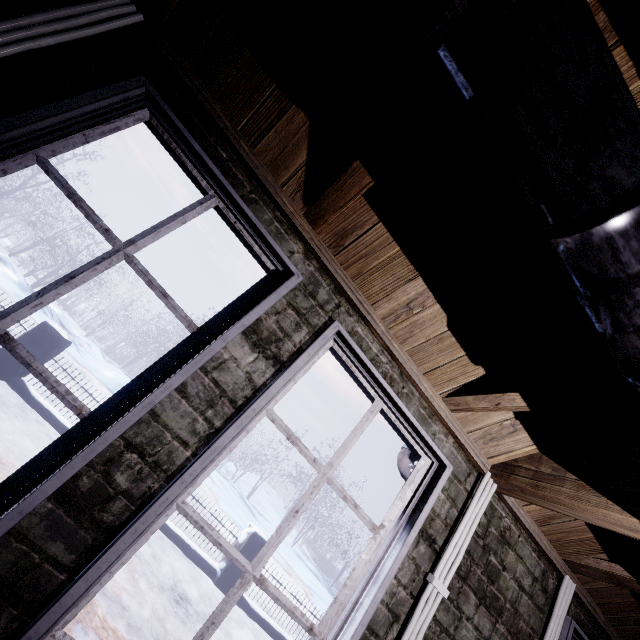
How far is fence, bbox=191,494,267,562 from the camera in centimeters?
533cm

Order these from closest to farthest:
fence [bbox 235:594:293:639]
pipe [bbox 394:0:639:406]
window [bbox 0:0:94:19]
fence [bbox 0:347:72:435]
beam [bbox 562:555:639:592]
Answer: pipe [bbox 394:0:639:406] < window [bbox 0:0:94:19] < beam [bbox 562:555:639:592] < fence [bbox 0:347:72:435] < fence [bbox 235:594:293:639]

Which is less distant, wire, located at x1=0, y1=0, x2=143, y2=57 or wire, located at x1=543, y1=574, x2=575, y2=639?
wire, located at x1=0, y1=0, x2=143, y2=57

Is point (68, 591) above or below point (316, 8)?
below

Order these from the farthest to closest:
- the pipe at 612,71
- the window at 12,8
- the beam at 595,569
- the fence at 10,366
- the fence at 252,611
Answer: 1. the fence at 252,611
2. the fence at 10,366
3. the beam at 595,569
4. the window at 12,8
5. the pipe at 612,71

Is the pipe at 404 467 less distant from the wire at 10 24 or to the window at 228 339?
the window at 228 339

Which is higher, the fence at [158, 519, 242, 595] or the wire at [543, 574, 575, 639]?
the wire at [543, 574, 575, 639]

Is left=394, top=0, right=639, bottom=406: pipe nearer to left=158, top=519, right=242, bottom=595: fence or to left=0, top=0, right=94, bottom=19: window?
left=0, top=0, right=94, bottom=19: window
